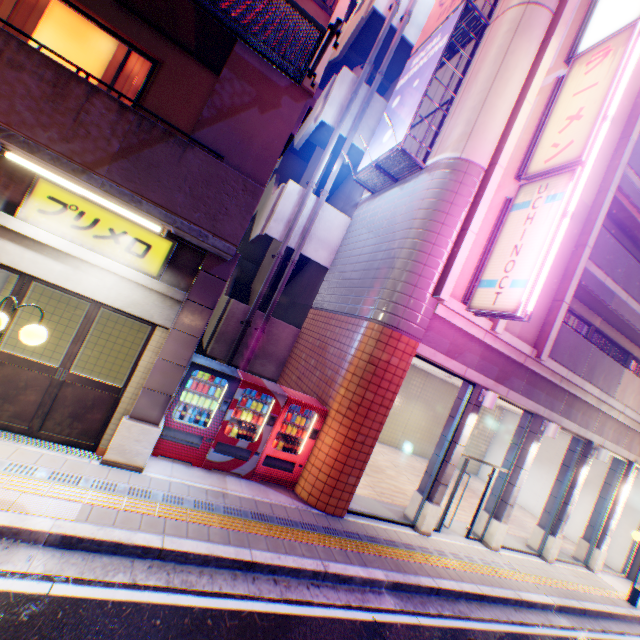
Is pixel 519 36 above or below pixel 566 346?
above

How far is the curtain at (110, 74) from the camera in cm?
570

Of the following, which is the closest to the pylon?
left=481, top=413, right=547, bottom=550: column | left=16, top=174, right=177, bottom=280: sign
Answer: left=16, top=174, right=177, bottom=280: sign

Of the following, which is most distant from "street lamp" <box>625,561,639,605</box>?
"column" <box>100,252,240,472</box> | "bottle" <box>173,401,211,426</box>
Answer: "column" <box>100,252,240,472</box>

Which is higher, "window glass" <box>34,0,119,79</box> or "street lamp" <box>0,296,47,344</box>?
"window glass" <box>34,0,119,79</box>

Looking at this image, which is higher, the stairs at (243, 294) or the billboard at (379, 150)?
the billboard at (379, 150)

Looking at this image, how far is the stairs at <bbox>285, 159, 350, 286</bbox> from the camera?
11.72m

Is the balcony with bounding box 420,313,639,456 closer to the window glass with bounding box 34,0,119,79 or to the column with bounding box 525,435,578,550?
the column with bounding box 525,435,578,550
